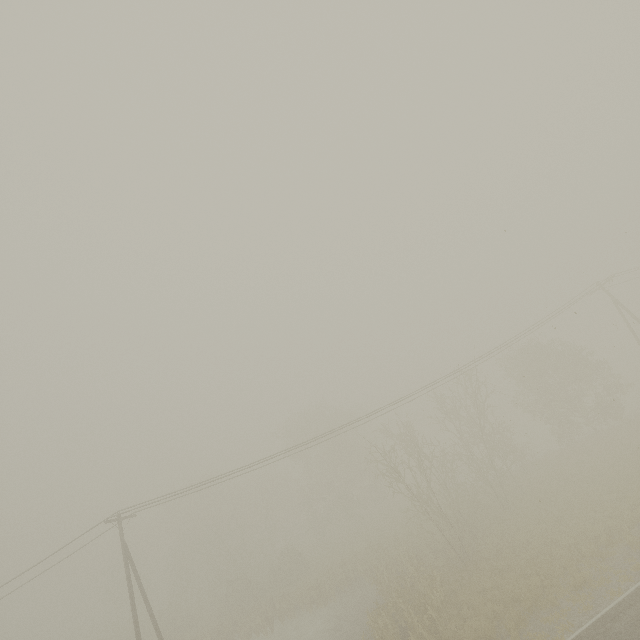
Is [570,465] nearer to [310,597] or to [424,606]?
[424,606]
